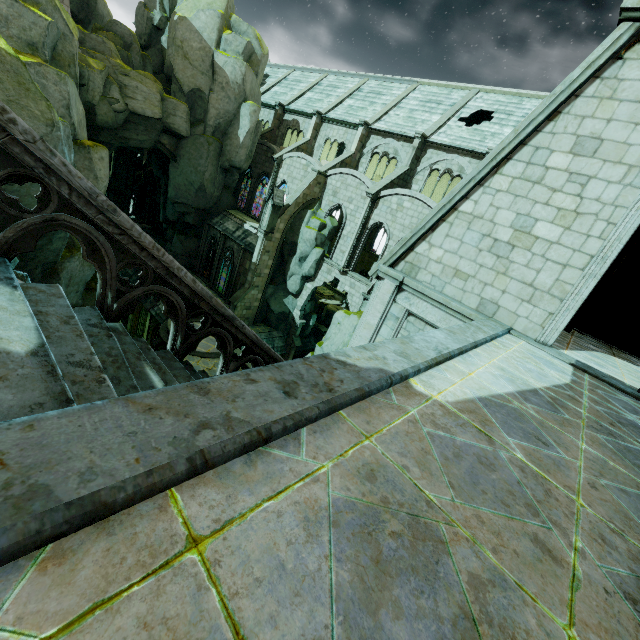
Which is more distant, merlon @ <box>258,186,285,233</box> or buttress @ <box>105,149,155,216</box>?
buttress @ <box>105,149,155,216</box>

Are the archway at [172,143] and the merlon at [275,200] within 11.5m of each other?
yes

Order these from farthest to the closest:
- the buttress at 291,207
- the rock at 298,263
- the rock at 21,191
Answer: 1. the rock at 298,263
2. the buttress at 291,207
3. the rock at 21,191

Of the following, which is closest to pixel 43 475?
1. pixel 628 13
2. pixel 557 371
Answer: pixel 557 371

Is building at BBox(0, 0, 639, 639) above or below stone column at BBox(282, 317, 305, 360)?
above

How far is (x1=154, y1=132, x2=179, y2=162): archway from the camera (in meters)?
27.19

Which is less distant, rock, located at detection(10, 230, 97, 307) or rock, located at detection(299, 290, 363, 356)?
rock, located at detection(10, 230, 97, 307)

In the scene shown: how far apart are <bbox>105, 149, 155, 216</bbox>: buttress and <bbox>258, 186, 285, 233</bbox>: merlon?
23.1m
